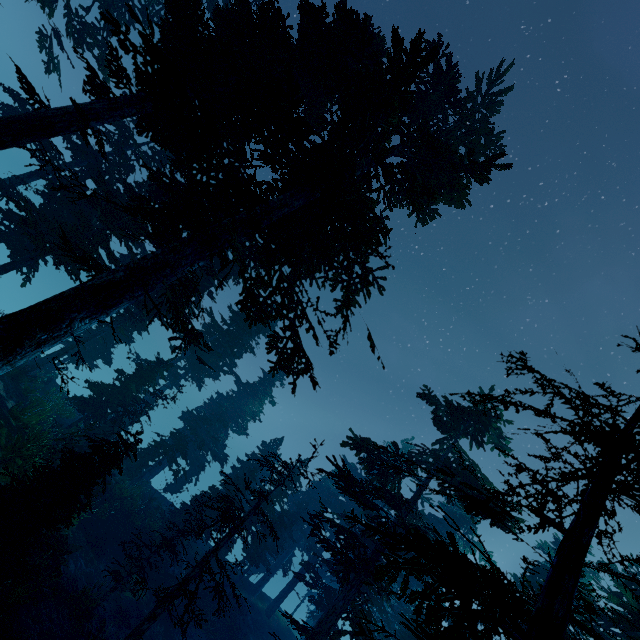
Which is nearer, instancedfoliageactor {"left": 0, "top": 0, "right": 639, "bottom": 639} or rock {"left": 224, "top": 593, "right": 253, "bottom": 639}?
instancedfoliageactor {"left": 0, "top": 0, "right": 639, "bottom": 639}

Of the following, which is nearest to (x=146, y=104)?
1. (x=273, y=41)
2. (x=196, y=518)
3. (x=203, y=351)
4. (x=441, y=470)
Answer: (x=273, y=41)

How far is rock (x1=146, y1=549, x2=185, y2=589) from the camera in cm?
2119

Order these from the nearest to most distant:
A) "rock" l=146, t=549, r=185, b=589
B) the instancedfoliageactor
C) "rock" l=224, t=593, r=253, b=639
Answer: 1. the instancedfoliageactor
2. "rock" l=146, t=549, r=185, b=589
3. "rock" l=224, t=593, r=253, b=639

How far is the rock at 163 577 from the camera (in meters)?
21.19

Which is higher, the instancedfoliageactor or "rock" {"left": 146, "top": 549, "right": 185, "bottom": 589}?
the instancedfoliageactor

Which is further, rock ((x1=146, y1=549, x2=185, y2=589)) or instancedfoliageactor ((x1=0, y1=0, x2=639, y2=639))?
rock ((x1=146, y1=549, x2=185, y2=589))

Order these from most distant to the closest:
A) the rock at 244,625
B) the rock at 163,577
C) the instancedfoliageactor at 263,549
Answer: the rock at 244,625
the rock at 163,577
the instancedfoliageactor at 263,549
